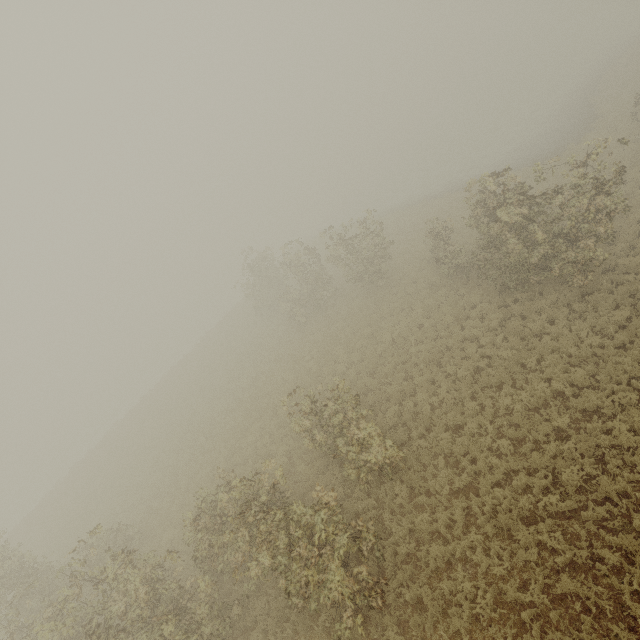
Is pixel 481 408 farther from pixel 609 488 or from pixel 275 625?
pixel 275 625
